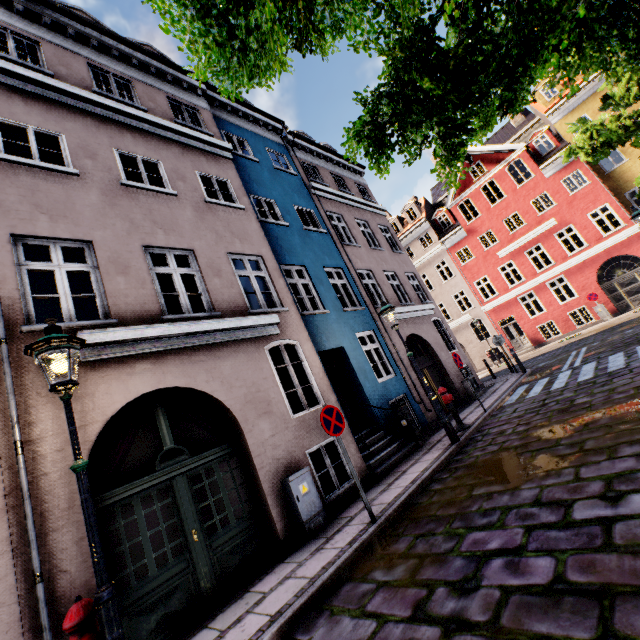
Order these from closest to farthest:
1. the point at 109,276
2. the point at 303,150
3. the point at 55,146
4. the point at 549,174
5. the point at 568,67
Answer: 1. the point at 109,276
2. the point at 568,67
3. the point at 55,146
4. the point at 303,150
5. the point at 549,174

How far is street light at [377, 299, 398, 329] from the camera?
8.4 meters

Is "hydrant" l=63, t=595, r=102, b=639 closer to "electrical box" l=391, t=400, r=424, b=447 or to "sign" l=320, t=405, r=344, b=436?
"sign" l=320, t=405, r=344, b=436

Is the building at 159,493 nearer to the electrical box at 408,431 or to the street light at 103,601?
the electrical box at 408,431

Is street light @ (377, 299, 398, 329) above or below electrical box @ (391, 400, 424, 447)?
above

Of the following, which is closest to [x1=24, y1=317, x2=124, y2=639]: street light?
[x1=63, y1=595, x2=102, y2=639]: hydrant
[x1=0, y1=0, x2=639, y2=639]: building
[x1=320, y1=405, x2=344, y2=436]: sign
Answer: [x1=63, y1=595, x2=102, y2=639]: hydrant

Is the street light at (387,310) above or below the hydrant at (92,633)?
above

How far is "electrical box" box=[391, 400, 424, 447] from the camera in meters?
8.9
